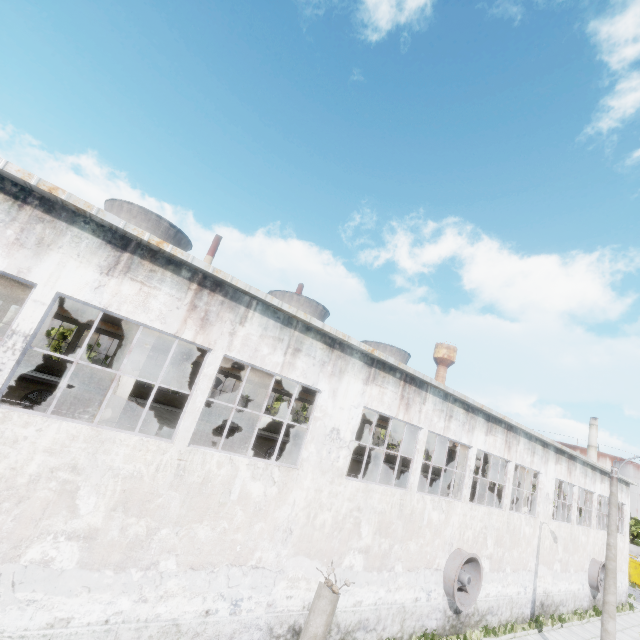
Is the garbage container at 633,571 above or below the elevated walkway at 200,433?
below

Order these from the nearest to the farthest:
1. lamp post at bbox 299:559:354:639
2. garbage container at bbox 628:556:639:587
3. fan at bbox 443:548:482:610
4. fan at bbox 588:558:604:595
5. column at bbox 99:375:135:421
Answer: lamp post at bbox 299:559:354:639, column at bbox 99:375:135:421, fan at bbox 443:548:482:610, fan at bbox 588:558:604:595, garbage container at bbox 628:556:639:587

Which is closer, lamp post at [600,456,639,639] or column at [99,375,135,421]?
column at [99,375,135,421]

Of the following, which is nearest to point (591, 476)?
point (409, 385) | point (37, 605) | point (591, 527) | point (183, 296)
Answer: point (591, 527)

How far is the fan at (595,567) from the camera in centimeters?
2261cm

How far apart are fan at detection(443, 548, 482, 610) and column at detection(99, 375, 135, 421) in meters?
14.3

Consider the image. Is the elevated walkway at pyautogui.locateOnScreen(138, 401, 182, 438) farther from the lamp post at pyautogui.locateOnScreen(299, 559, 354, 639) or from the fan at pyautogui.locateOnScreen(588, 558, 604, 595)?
the lamp post at pyautogui.locateOnScreen(299, 559, 354, 639)

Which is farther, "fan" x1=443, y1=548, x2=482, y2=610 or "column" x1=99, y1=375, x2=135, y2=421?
"fan" x1=443, y1=548, x2=482, y2=610
